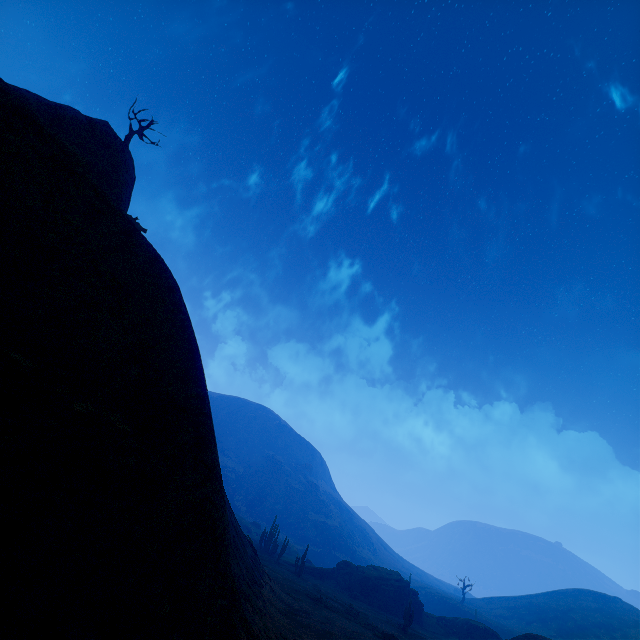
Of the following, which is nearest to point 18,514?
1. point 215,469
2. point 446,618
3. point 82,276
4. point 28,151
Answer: point 215,469

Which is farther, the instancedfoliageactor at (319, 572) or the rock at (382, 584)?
the rock at (382, 584)

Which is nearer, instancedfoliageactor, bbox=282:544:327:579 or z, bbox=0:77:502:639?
z, bbox=0:77:502:639

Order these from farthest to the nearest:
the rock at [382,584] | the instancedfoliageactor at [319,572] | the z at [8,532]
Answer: the rock at [382,584]
the instancedfoliageactor at [319,572]
the z at [8,532]

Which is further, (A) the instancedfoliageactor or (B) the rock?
(B) the rock

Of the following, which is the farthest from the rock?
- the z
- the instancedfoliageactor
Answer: the z

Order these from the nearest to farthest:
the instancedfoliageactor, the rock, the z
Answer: the z, the instancedfoliageactor, the rock
